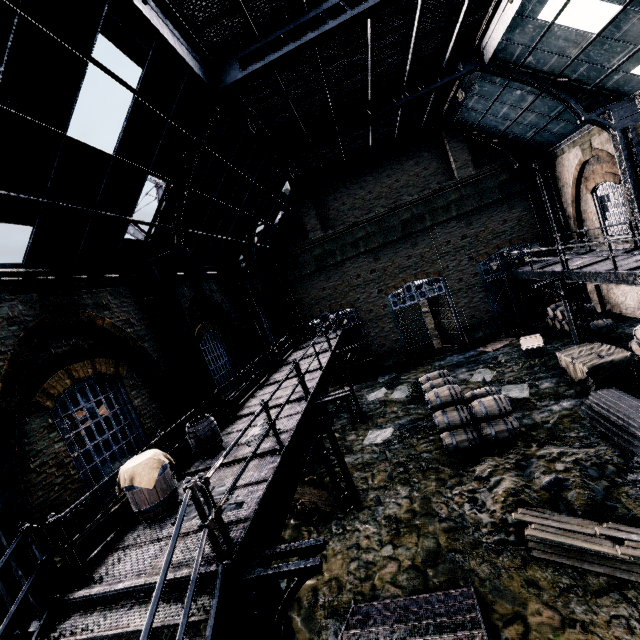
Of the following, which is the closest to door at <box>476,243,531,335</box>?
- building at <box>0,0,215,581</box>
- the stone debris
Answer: building at <box>0,0,215,581</box>

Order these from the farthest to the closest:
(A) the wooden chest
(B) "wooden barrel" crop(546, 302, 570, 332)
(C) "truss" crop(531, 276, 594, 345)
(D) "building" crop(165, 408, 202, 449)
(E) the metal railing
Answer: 1. (B) "wooden barrel" crop(546, 302, 570, 332)
2. (C) "truss" crop(531, 276, 594, 345)
3. (A) the wooden chest
4. (D) "building" crop(165, 408, 202, 449)
5. (E) the metal railing

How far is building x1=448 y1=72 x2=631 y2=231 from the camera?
14.32m

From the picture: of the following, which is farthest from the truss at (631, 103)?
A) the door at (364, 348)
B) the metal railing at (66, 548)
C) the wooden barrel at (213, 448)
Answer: the wooden barrel at (213, 448)

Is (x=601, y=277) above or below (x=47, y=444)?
below

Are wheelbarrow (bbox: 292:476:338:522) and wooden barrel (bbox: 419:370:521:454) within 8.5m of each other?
yes

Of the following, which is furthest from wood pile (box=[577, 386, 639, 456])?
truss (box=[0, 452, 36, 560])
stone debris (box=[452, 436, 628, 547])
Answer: truss (box=[0, 452, 36, 560])

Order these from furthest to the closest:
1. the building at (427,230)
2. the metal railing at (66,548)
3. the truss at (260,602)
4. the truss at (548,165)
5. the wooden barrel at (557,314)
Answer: the building at (427,230), the truss at (548,165), the wooden barrel at (557,314), the metal railing at (66,548), the truss at (260,602)
